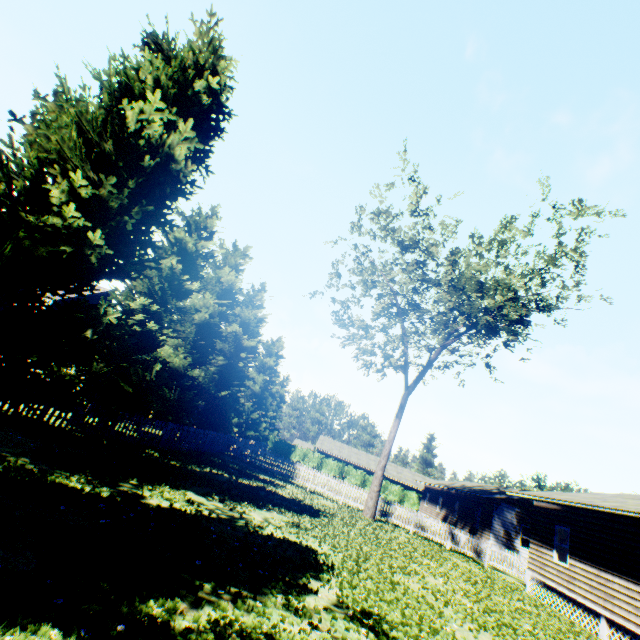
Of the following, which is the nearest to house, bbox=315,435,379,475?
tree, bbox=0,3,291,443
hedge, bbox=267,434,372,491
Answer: hedge, bbox=267,434,372,491

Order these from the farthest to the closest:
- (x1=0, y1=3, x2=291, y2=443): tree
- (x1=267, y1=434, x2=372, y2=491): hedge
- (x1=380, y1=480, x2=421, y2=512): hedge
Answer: (x1=267, y1=434, x2=372, y2=491): hedge
(x1=380, y1=480, x2=421, y2=512): hedge
(x1=0, y1=3, x2=291, y2=443): tree

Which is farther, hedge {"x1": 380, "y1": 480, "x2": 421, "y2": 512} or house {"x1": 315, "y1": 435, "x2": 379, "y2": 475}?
house {"x1": 315, "y1": 435, "x2": 379, "y2": 475}

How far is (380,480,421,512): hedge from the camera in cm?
4406

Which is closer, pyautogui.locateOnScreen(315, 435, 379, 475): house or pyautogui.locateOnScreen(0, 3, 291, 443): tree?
pyautogui.locateOnScreen(0, 3, 291, 443): tree

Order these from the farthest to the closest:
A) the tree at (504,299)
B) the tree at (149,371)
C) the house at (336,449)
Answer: the house at (336,449) → the tree at (504,299) → the tree at (149,371)

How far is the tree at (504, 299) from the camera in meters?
18.9

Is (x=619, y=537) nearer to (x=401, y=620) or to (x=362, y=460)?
(x=401, y=620)
